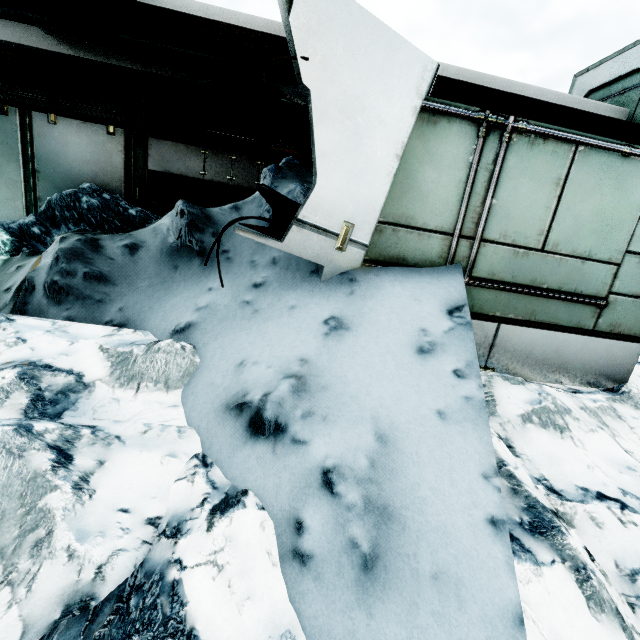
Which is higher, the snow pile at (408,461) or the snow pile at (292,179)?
the snow pile at (292,179)

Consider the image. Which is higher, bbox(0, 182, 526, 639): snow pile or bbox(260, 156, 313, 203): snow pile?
bbox(260, 156, 313, 203): snow pile

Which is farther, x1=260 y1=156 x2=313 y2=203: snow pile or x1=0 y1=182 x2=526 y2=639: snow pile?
x1=260 y1=156 x2=313 y2=203: snow pile

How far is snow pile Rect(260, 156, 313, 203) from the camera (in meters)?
3.87

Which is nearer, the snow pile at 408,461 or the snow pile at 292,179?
the snow pile at 408,461

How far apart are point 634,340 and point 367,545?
4.05m
